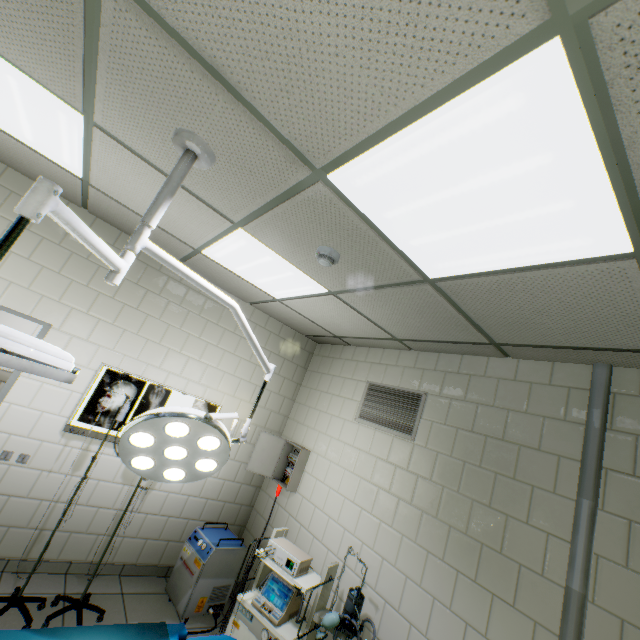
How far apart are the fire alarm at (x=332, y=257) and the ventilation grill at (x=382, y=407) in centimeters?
181cm

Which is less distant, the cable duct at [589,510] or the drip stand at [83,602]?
the cable duct at [589,510]

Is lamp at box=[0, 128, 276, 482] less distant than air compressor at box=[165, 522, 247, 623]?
Yes

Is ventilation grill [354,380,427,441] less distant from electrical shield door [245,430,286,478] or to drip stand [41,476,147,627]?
electrical shield door [245,430,286,478]

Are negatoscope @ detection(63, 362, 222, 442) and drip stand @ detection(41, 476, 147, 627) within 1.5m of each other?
yes

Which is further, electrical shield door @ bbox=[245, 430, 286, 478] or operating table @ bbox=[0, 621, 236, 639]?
electrical shield door @ bbox=[245, 430, 286, 478]

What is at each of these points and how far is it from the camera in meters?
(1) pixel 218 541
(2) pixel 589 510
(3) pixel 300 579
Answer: (1) air compressor, 3.4 m
(2) cable duct, 2.0 m
(3) artificialrespiration, 2.6 m

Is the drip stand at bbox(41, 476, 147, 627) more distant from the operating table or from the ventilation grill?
the ventilation grill
